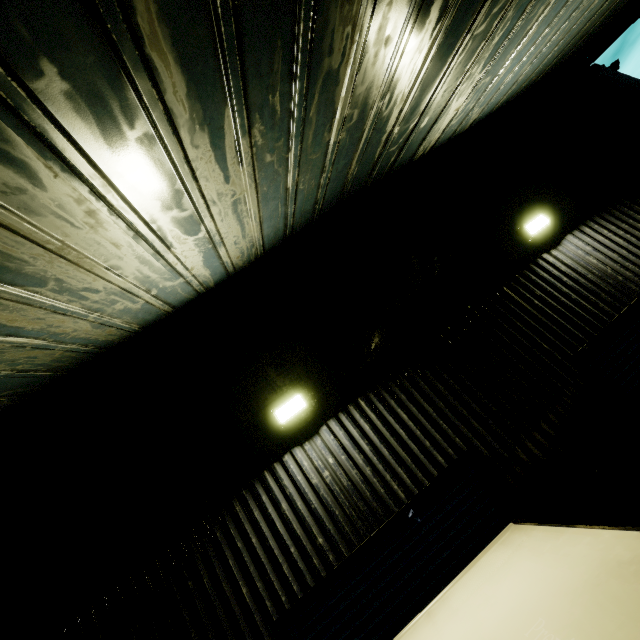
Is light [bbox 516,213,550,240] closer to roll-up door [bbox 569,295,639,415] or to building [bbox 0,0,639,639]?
building [bbox 0,0,639,639]

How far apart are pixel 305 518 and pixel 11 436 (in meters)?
4.51

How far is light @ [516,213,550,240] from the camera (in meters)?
5.32

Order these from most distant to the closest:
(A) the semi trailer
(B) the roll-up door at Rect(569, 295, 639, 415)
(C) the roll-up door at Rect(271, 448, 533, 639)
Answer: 1. (B) the roll-up door at Rect(569, 295, 639, 415)
2. (C) the roll-up door at Rect(271, 448, 533, 639)
3. (A) the semi trailer

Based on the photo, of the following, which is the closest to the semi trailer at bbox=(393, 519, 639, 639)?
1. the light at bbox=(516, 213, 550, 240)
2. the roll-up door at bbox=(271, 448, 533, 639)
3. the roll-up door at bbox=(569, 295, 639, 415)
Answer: the roll-up door at bbox=(271, 448, 533, 639)

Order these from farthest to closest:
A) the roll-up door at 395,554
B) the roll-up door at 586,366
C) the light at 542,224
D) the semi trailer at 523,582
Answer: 1. the light at 542,224
2. the roll-up door at 586,366
3. the roll-up door at 395,554
4. the semi trailer at 523,582

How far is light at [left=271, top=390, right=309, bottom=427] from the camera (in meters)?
4.34

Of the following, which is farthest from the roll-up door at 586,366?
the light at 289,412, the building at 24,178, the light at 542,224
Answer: the light at 289,412
